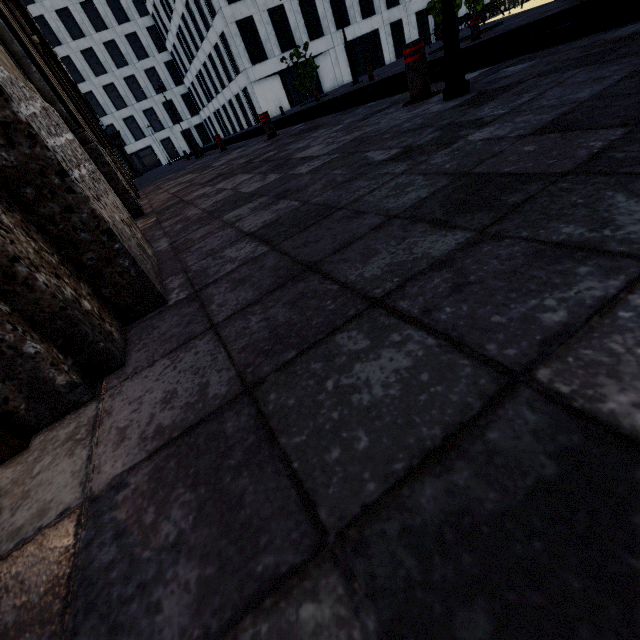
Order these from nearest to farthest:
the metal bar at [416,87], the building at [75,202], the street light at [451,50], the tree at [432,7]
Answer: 1. the building at [75,202]
2. the street light at [451,50]
3. the metal bar at [416,87]
4. the tree at [432,7]

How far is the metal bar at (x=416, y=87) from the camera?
3.41m

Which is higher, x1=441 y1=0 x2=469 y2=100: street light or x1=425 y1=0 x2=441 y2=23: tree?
x1=425 y1=0 x2=441 y2=23: tree

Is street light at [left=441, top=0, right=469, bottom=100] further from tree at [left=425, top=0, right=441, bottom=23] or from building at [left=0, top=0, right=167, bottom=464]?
tree at [left=425, top=0, right=441, bottom=23]

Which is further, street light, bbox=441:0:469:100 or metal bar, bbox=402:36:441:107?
metal bar, bbox=402:36:441:107

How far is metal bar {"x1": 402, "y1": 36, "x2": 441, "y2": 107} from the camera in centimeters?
341cm

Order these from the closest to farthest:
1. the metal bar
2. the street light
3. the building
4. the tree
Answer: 1. the building
2. the street light
3. the metal bar
4. the tree

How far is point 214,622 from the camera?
0.4m
